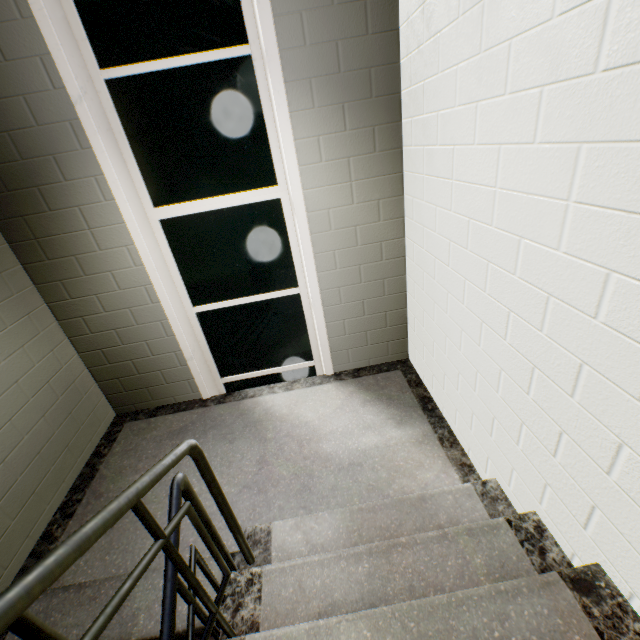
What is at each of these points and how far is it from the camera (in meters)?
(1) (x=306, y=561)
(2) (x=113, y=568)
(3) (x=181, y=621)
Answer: (1) stairs, 1.51
(2) stairs, 1.95
(3) stairs, 1.67

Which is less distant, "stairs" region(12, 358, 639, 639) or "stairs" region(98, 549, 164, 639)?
"stairs" region(12, 358, 639, 639)

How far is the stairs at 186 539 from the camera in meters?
1.9 m

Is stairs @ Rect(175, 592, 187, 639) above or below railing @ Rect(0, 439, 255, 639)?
below

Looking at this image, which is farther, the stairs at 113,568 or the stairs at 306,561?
the stairs at 113,568

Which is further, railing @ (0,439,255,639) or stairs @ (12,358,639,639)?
stairs @ (12,358,639,639)

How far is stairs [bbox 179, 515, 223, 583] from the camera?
1.9 meters

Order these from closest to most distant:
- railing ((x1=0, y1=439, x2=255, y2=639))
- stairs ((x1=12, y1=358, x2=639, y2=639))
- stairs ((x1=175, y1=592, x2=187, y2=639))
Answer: railing ((x1=0, y1=439, x2=255, y2=639)) → stairs ((x1=12, y1=358, x2=639, y2=639)) → stairs ((x1=175, y1=592, x2=187, y2=639))
